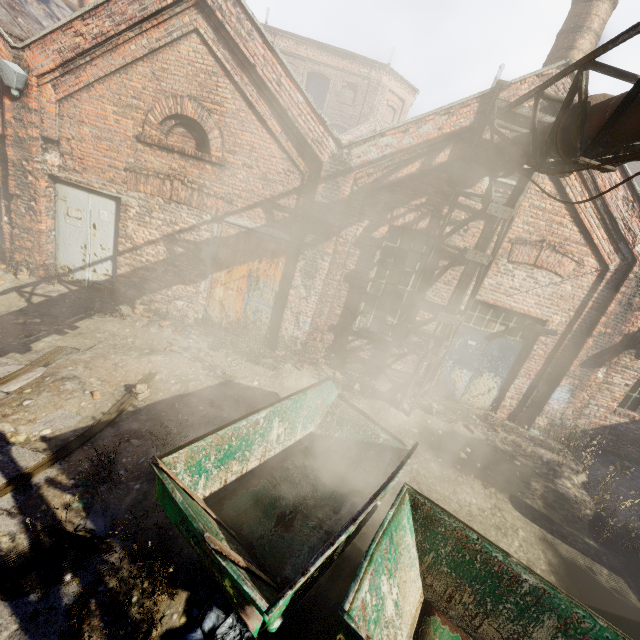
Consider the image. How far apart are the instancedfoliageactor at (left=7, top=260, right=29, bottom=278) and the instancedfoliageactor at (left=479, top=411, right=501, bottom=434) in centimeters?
1189cm

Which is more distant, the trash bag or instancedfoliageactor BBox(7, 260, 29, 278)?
instancedfoliageactor BBox(7, 260, 29, 278)

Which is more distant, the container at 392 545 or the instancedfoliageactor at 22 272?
the instancedfoliageactor at 22 272

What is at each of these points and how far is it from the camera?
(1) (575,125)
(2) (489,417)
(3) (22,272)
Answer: (1) pipe, 3.9 meters
(2) instancedfoliageactor, 8.0 meters
(3) instancedfoliageactor, 7.8 meters

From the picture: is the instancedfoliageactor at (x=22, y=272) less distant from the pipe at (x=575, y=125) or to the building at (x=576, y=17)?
the pipe at (x=575, y=125)

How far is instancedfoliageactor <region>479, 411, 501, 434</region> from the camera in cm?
776

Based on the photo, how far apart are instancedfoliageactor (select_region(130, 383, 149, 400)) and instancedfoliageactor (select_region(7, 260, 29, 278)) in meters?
4.7 m

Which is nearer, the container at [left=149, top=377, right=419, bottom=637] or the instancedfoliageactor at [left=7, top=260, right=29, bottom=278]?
the container at [left=149, top=377, right=419, bottom=637]
